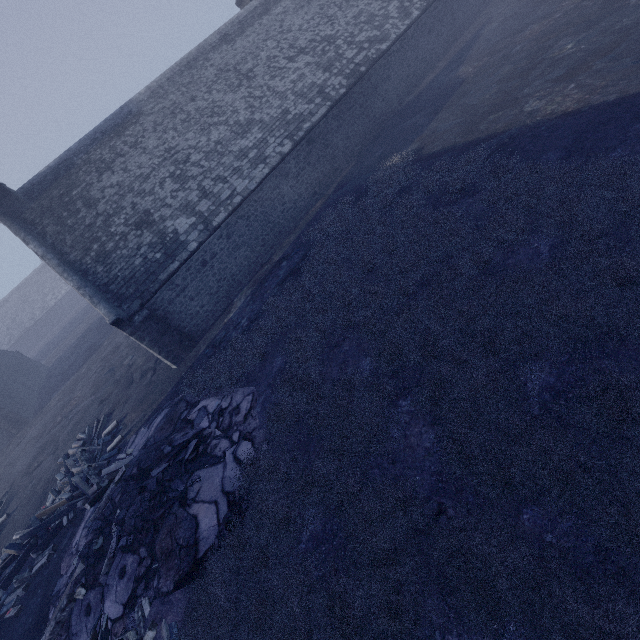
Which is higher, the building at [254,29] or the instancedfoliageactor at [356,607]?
the building at [254,29]

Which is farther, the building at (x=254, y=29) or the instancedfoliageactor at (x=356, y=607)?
the building at (x=254, y=29)

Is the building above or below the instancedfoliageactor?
above

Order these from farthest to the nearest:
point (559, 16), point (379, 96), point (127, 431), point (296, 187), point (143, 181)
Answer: point (379, 96), point (296, 187), point (143, 181), point (559, 16), point (127, 431)

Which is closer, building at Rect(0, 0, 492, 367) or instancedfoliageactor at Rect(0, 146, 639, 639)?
instancedfoliageactor at Rect(0, 146, 639, 639)
